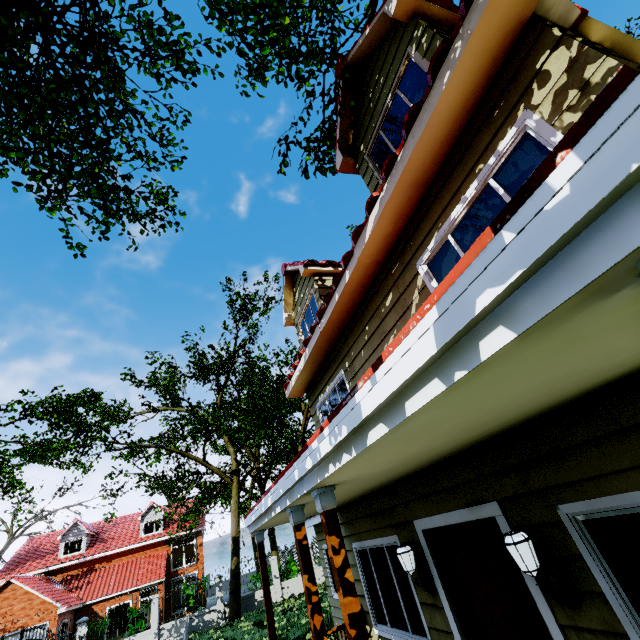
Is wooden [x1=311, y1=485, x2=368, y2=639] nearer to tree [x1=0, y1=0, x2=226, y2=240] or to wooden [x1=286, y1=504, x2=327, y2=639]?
wooden [x1=286, y1=504, x2=327, y2=639]

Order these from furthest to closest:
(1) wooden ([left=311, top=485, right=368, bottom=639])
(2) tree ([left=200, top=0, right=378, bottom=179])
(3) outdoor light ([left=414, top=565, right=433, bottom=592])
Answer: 1. (2) tree ([left=200, top=0, right=378, bottom=179])
2. (3) outdoor light ([left=414, top=565, right=433, bottom=592])
3. (1) wooden ([left=311, top=485, right=368, bottom=639])

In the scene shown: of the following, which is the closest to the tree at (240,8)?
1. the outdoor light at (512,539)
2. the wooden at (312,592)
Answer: the outdoor light at (512,539)

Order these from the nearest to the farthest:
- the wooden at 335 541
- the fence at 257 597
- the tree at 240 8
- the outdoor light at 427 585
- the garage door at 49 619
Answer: the wooden at 335 541 < the outdoor light at 427 585 < the tree at 240 8 < the fence at 257 597 < the garage door at 49 619

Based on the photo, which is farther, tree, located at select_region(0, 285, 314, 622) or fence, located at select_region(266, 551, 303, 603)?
fence, located at select_region(266, 551, 303, 603)

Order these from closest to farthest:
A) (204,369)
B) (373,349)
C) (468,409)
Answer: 1. (468,409)
2. (373,349)
3. (204,369)

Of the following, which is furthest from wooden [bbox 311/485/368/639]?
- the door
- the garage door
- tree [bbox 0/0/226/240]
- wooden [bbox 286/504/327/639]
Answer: the garage door
